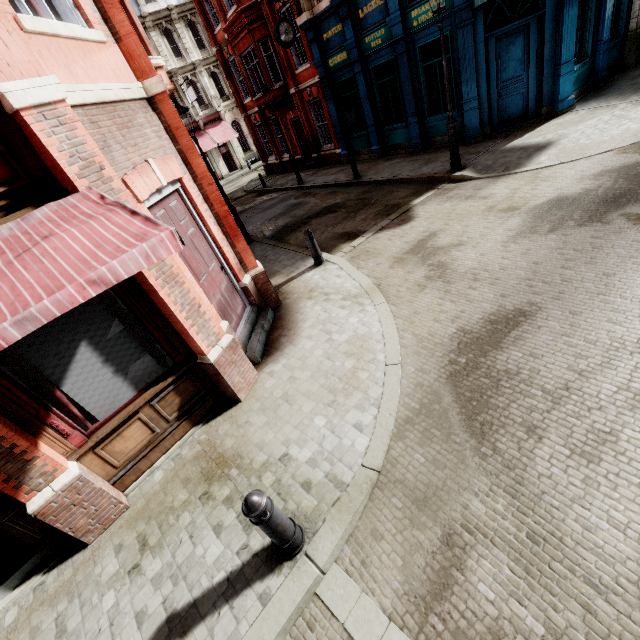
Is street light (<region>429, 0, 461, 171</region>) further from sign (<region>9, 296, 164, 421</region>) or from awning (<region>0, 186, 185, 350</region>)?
sign (<region>9, 296, 164, 421</region>)

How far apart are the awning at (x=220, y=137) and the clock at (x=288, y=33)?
19.7m

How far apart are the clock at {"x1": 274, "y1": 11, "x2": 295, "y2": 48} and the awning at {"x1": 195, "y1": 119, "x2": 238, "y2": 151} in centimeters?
1973cm

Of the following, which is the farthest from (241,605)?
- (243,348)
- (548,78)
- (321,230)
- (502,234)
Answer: (548,78)

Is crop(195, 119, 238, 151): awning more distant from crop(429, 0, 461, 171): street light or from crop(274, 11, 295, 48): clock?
crop(429, 0, 461, 171): street light

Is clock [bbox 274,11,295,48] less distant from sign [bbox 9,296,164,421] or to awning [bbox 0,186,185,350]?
awning [bbox 0,186,185,350]

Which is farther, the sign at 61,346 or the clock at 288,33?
the clock at 288,33

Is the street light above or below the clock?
below
